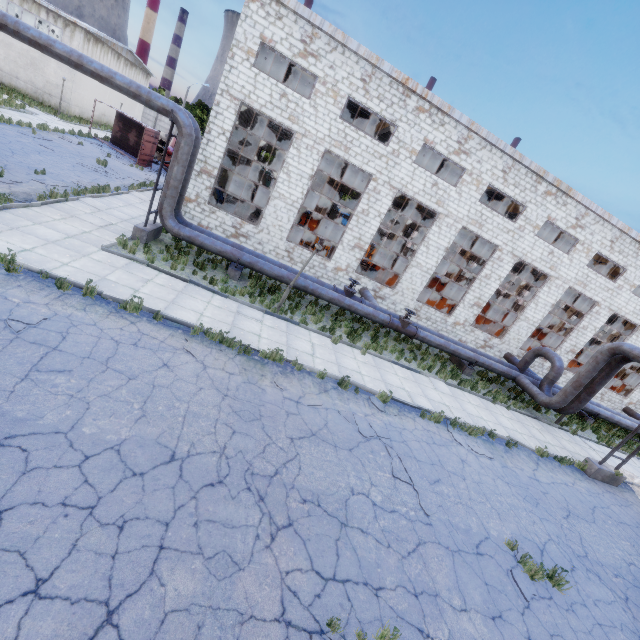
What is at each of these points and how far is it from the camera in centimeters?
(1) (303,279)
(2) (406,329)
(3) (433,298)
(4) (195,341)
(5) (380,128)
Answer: (1) pipe, 1472cm
(2) pipe valve, 1612cm
(3) cable machine, 2378cm
(4) asphalt debris, 887cm
(5) column beam, 2323cm

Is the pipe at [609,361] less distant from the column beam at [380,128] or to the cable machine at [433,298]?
the cable machine at [433,298]

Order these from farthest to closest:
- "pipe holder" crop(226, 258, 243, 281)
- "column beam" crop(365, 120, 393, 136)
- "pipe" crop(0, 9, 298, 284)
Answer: "column beam" crop(365, 120, 393, 136)
"pipe holder" crop(226, 258, 243, 281)
"pipe" crop(0, 9, 298, 284)

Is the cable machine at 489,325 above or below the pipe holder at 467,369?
above

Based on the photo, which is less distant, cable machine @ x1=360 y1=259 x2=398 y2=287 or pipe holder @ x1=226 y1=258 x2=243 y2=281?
pipe holder @ x1=226 y1=258 x2=243 y2=281

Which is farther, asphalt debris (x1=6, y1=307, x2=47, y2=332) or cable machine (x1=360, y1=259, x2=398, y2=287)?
cable machine (x1=360, y1=259, x2=398, y2=287)

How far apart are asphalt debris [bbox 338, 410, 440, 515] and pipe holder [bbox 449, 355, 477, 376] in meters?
10.0 m

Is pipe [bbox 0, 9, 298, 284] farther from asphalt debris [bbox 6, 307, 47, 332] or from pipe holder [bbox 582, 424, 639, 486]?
pipe holder [bbox 582, 424, 639, 486]
